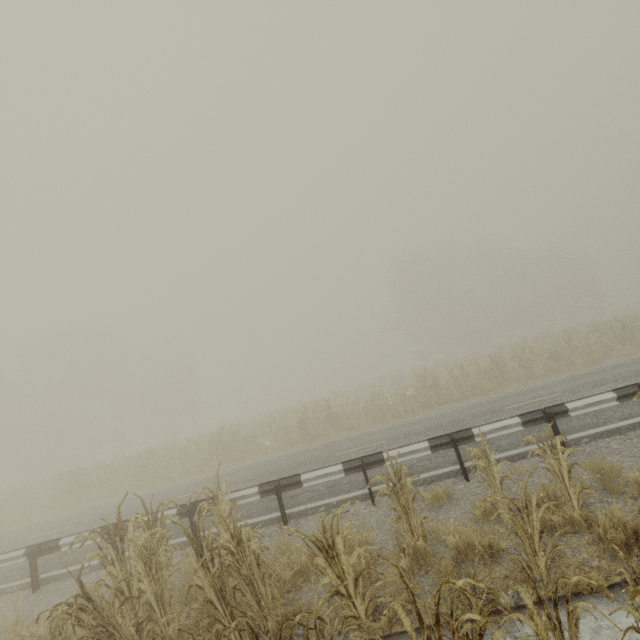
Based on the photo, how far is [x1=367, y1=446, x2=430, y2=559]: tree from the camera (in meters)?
4.45

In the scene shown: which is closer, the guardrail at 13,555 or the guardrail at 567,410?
the guardrail at 567,410

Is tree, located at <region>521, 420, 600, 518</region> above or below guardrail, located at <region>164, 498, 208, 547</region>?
below

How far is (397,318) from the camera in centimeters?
4597cm

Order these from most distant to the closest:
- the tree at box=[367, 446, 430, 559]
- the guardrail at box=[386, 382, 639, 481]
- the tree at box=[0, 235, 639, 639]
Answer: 1. the guardrail at box=[386, 382, 639, 481]
2. the tree at box=[367, 446, 430, 559]
3. the tree at box=[0, 235, 639, 639]

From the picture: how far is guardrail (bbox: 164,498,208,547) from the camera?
7.15m

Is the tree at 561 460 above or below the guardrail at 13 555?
below
